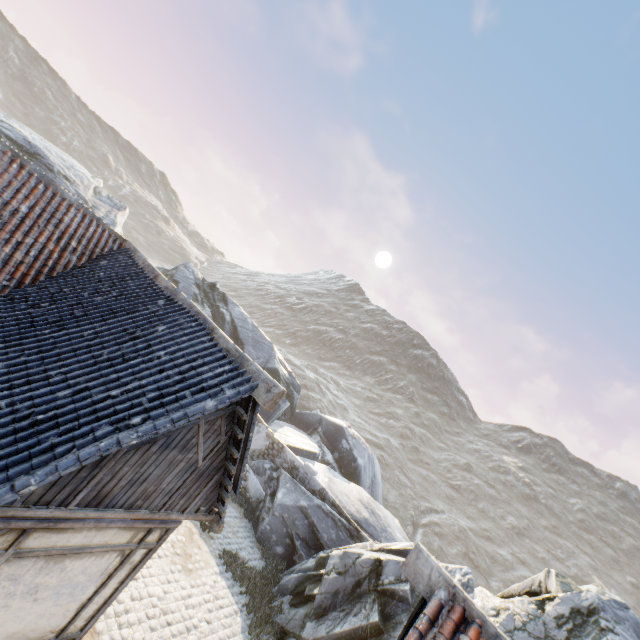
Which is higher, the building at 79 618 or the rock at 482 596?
the rock at 482 596

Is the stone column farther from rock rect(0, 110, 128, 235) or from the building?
the building

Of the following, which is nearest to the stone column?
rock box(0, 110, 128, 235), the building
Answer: rock box(0, 110, 128, 235)

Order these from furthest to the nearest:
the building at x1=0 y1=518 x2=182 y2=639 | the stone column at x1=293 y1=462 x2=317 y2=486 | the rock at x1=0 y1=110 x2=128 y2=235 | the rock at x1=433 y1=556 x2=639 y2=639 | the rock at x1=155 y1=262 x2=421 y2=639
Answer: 1. the rock at x1=0 y1=110 x2=128 y2=235
2. the stone column at x1=293 y1=462 x2=317 y2=486
3. the rock at x1=155 y1=262 x2=421 y2=639
4. the rock at x1=433 y1=556 x2=639 y2=639
5. the building at x1=0 y1=518 x2=182 y2=639

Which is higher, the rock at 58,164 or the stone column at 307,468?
the rock at 58,164

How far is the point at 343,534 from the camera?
14.1m
